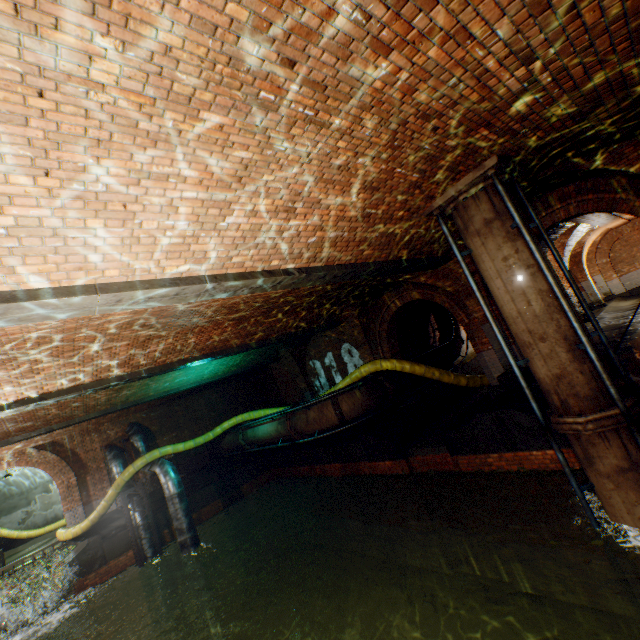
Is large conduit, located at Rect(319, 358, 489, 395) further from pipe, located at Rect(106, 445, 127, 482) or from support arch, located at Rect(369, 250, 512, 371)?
support arch, located at Rect(369, 250, 512, 371)

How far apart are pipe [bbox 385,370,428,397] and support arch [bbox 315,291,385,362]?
0.4 meters

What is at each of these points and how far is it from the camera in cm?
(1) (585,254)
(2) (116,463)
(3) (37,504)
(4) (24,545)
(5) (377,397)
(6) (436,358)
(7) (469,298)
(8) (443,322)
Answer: (1) support arch, 2008
(2) pipe, 1397
(3) building tunnel, 1934
(4) building tunnel, 1847
(5) pipe, 1059
(6) pipe, 1338
(7) support arch, 977
(8) pipe, 1552

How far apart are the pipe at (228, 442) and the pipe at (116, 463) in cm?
390

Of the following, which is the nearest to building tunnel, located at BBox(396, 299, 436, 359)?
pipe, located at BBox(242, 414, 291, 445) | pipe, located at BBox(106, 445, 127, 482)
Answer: pipe, located at BBox(242, 414, 291, 445)

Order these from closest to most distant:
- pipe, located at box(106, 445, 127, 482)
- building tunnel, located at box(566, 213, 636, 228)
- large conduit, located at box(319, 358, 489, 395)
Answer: large conduit, located at box(319, 358, 489, 395)
building tunnel, located at box(566, 213, 636, 228)
pipe, located at box(106, 445, 127, 482)

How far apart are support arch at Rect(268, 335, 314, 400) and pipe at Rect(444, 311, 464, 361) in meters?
5.6 m

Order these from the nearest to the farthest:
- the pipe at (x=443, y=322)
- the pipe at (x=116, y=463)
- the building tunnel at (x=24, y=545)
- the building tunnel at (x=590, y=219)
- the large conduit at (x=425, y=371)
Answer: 1. the large conduit at (x=425, y=371)
2. the building tunnel at (x=590, y=219)
3. the pipe at (x=116, y=463)
4. the pipe at (x=443, y=322)
5. the building tunnel at (x=24, y=545)
